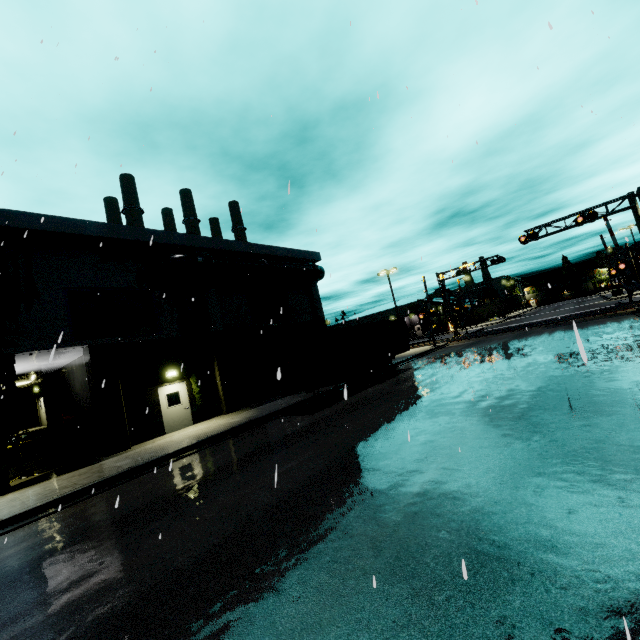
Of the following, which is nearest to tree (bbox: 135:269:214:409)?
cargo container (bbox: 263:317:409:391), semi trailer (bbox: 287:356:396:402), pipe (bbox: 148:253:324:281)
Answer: pipe (bbox: 148:253:324:281)

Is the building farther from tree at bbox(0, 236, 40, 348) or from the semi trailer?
the semi trailer

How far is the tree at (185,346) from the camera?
17.48m

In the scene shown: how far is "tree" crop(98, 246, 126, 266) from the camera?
15.9m

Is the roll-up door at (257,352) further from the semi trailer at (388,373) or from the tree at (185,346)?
the semi trailer at (388,373)

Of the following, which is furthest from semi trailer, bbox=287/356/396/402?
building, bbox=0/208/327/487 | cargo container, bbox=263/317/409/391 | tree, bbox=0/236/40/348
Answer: tree, bbox=0/236/40/348

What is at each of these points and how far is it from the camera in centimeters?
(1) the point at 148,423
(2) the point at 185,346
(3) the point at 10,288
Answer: (1) building, 1577cm
(2) tree, 1791cm
(3) tree, 1299cm

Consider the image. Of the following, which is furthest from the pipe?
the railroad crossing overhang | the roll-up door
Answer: the railroad crossing overhang
